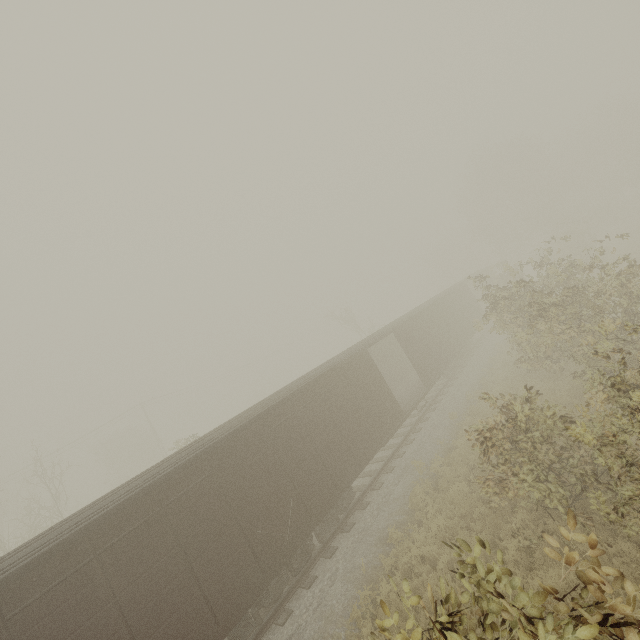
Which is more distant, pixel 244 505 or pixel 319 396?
pixel 319 396
